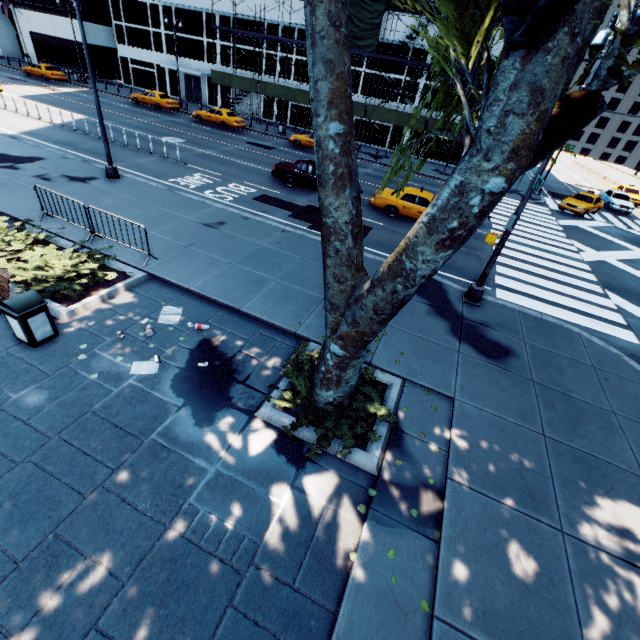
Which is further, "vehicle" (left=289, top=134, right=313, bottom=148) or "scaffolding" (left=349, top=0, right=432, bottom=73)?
"vehicle" (left=289, top=134, right=313, bottom=148)

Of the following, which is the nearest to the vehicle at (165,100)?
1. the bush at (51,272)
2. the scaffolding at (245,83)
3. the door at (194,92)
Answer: the scaffolding at (245,83)

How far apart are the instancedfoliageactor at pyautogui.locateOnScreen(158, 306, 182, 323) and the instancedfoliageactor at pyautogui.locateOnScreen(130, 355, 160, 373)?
1.12m

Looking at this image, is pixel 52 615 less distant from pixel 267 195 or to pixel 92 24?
pixel 267 195

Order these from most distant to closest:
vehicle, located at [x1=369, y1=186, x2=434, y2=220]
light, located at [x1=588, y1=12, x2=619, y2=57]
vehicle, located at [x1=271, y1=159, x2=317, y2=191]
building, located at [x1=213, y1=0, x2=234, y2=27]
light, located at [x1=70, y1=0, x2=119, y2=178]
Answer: building, located at [x1=213, y1=0, x2=234, y2=27] < vehicle, located at [x1=271, y1=159, x2=317, y2=191] < vehicle, located at [x1=369, y1=186, x2=434, y2=220] < light, located at [x1=70, y1=0, x2=119, y2=178] < light, located at [x1=588, y1=12, x2=619, y2=57]

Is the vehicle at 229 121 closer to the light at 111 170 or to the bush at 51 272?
the light at 111 170

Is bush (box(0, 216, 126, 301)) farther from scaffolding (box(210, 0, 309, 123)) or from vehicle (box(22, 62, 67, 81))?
vehicle (box(22, 62, 67, 81))

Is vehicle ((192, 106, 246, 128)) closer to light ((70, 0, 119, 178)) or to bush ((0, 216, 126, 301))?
light ((70, 0, 119, 178))
